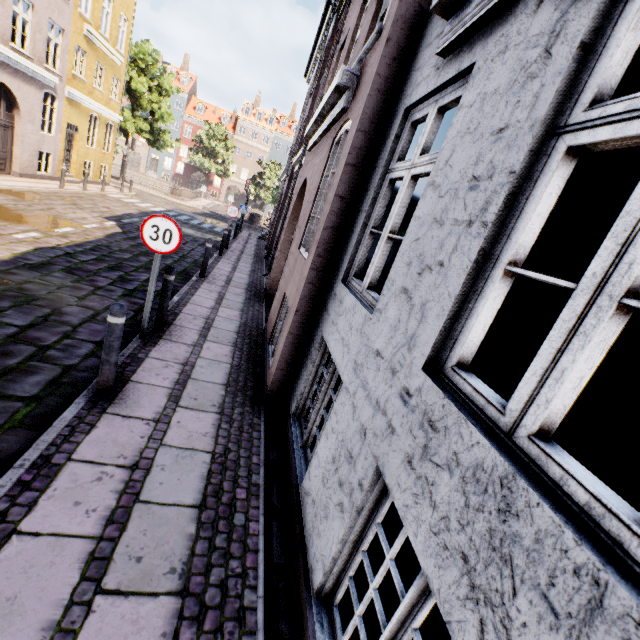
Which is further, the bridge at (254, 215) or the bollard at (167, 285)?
the bridge at (254, 215)

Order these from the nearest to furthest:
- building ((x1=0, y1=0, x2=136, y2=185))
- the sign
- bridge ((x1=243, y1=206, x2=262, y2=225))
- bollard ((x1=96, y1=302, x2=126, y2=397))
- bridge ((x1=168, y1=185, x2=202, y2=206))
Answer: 1. bollard ((x1=96, y1=302, x2=126, y2=397))
2. the sign
3. building ((x1=0, y1=0, x2=136, y2=185))
4. bridge ((x1=168, y1=185, x2=202, y2=206))
5. bridge ((x1=243, y1=206, x2=262, y2=225))

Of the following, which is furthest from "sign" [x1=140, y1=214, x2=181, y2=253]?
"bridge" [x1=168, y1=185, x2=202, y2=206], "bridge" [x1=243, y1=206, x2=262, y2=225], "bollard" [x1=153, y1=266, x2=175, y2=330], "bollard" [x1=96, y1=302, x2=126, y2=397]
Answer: "bridge" [x1=243, y1=206, x2=262, y2=225]

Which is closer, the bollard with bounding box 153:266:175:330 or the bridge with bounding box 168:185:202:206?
the bollard with bounding box 153:266:175:330

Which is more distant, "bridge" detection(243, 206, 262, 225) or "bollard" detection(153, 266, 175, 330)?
"bridge" detection(243, 206, 262, 225)

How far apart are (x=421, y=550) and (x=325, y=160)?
5.1 meters

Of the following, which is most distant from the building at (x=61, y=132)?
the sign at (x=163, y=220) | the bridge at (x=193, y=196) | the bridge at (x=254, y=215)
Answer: the bridge at (x=254, y=215)

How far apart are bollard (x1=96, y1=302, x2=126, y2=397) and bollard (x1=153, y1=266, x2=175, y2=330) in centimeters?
182cm
